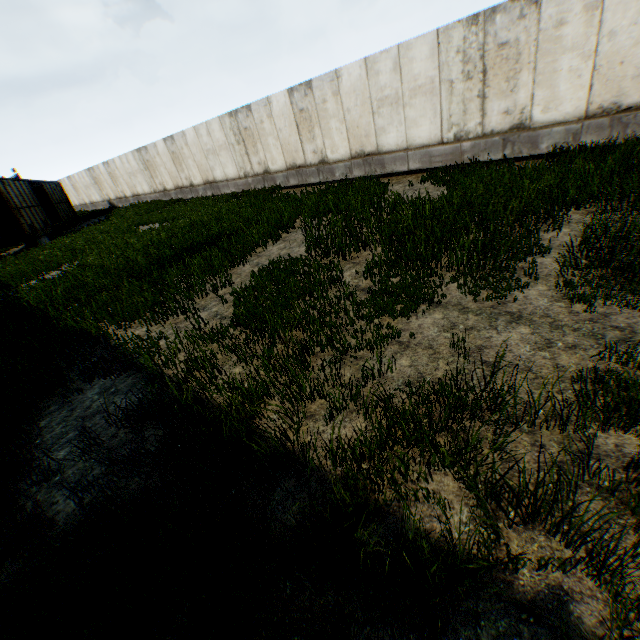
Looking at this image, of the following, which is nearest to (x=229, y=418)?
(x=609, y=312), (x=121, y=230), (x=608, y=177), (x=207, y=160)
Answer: (x=609, y=312)
